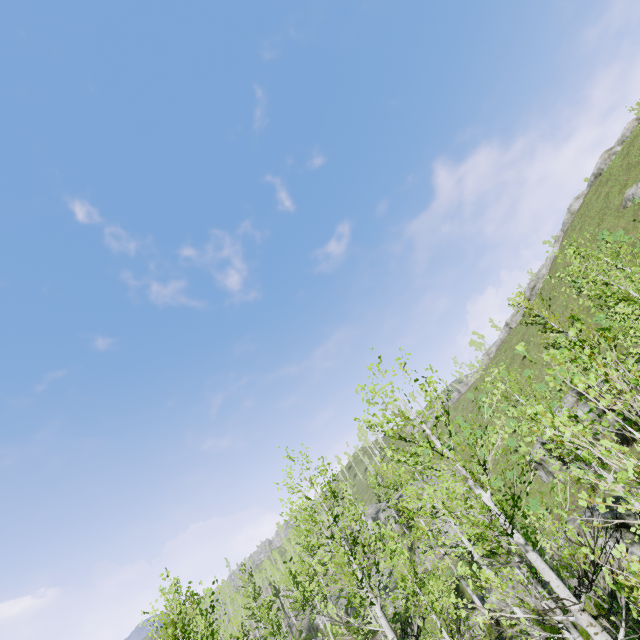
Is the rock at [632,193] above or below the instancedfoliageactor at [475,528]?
above

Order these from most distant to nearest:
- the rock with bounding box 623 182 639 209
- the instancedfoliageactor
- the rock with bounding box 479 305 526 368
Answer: the rock with bounding box 479 305 526 368 → the rock with bounding box 623 182 639 209 → the instancedfoliageactor

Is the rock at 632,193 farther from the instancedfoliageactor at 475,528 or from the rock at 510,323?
the instancedfoliageactor at 475,528

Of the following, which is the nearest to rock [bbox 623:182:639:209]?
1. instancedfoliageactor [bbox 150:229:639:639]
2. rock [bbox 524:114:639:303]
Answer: rock [bbox 524:114:639:303]

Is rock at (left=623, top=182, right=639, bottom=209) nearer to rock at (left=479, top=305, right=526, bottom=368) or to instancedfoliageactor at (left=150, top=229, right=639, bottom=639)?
rock at (left=479, top=305, right=526, bottom=368)

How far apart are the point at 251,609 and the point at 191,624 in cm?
4271

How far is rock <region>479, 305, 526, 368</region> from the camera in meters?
54.5 m
